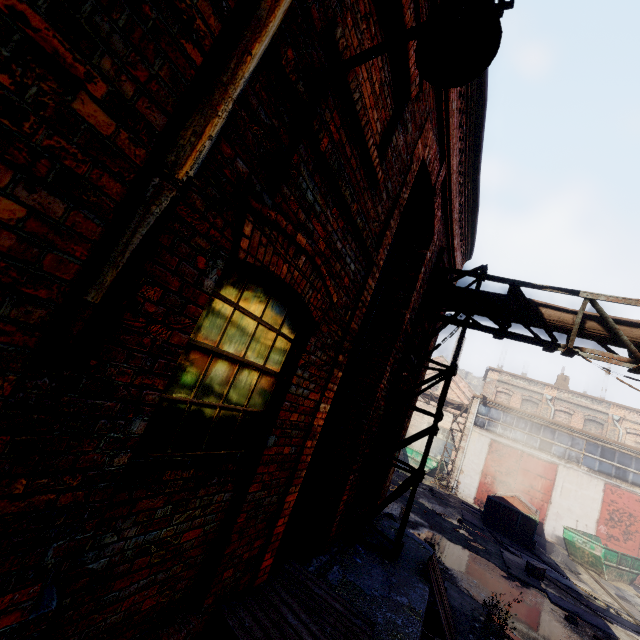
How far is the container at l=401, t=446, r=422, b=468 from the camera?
26.0m

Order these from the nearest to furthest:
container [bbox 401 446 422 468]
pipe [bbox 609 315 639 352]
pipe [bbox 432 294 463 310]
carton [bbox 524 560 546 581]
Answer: pipe [bbox 609 315 639 352]
pipe [bbox 432 294 463 310]
carton [bbox 524 560 546 581]
container [bbox 401 446 422 468]

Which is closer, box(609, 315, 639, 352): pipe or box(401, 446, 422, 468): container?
box(609, 315, 639, 352): pipe

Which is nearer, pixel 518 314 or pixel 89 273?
pixel 89 273

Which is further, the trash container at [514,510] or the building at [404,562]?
the trash container at [514,510]

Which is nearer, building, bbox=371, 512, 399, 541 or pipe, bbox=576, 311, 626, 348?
pipe, bbox=576, 311, 626, 348

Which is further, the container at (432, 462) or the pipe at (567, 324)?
the container at (432, 462)
